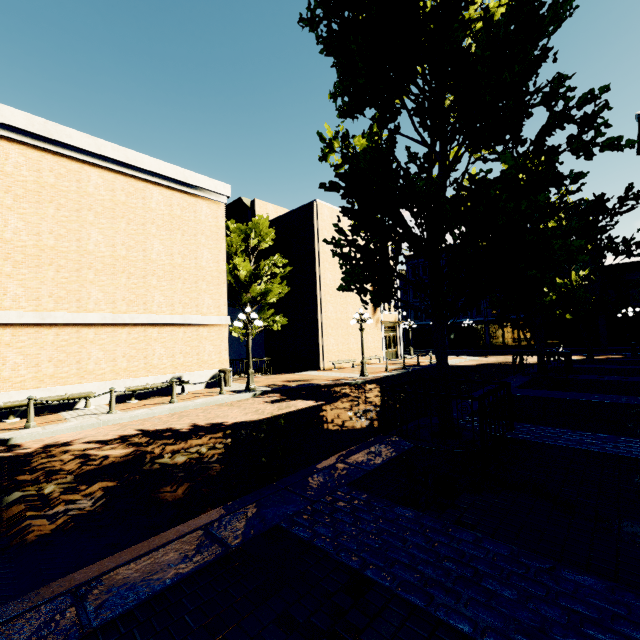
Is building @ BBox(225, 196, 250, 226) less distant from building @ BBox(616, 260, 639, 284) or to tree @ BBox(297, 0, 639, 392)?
tree @ BBox(297, 0, 639, 392)

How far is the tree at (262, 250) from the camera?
Result: 18.98m

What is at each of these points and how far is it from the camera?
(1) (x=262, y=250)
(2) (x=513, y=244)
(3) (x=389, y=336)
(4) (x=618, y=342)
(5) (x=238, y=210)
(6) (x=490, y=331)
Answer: (1) tree, 22.56m
(2) tree, 4.95m
(3) building, 28.66m
(4) building, 31.08m
(5) building, 27.44m
(6) building, 38.47m

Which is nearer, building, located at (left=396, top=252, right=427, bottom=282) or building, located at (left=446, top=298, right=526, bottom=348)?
building, located at (left=446, top=298, right=526, bottom=348)

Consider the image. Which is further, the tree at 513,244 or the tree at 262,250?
the tree at 262,250

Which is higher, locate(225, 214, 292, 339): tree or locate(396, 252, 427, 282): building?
locate(396, 252, 427, 282): building

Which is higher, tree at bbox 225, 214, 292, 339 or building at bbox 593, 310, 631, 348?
tree at bbox 225, 214, 292, 339
